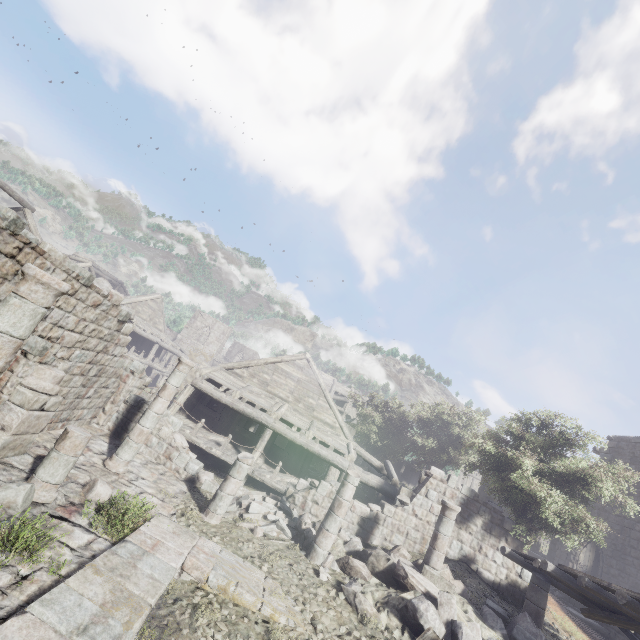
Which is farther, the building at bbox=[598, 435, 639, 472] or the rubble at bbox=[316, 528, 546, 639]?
the building at bbox=[598, 435, 639, 472]

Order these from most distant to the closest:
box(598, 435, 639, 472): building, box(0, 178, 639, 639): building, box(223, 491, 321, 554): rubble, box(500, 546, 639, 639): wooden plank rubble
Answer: box(598, 435, 639, 472): building, box(223, 491, 321, 554): rubble, box(500, 546, 639, 639): wooden plank rubble, box(0, 178, 639, 639): building

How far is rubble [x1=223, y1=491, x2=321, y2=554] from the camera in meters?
10.5 m

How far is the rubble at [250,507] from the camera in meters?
10.5 m

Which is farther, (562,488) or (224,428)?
(224,428)

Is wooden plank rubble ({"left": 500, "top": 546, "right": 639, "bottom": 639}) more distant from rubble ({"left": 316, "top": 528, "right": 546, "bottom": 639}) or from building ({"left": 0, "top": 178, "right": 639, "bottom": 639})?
rubble ({"left": 316, "top": 528, "right": 546, "bottom": 639})

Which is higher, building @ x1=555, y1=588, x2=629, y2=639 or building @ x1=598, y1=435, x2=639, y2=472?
building @ x1=598, y1=435, x2=639, y2=472

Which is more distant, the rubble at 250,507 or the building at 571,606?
the building at 571,606
